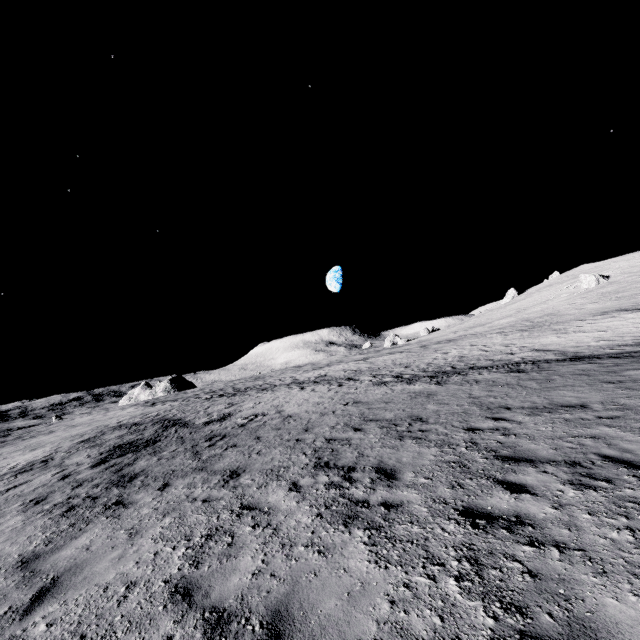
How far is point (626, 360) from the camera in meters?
13.2 m

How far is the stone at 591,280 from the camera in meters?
47.8 m

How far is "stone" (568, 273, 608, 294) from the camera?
47.75m
